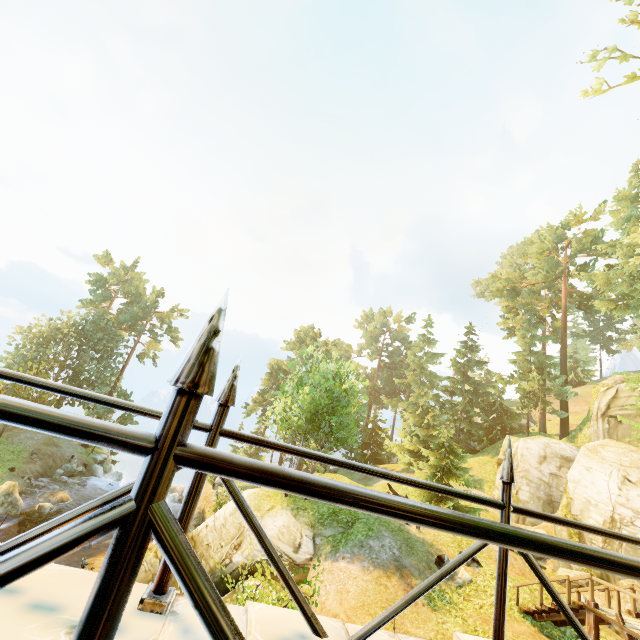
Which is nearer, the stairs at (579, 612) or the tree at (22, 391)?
the stairs at (579, 612)

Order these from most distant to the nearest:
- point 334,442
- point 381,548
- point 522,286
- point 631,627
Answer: point 522,286
point 334,442
point 381,548
point 631,627

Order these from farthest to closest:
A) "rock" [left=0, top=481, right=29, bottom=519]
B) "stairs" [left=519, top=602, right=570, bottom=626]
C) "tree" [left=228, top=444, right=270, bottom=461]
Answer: "tree" [left=228, top=444, right=270, bottom=461], "rock" [left=0, top=481, right=29, bottom=519], "stairs" [left=519, top=602, right=570, bottom=626]

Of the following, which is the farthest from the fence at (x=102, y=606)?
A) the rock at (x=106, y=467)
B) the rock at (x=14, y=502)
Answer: the rock at (x=106, y=467)

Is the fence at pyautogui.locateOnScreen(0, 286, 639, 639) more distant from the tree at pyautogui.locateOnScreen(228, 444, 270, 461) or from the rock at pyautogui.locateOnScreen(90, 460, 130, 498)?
the rock at pyautogui.locateOnScreen(90, 460, 130, 498)

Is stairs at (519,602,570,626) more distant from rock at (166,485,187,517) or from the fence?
rock at (166,485,187,517)

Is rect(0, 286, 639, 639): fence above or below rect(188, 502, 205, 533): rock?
above

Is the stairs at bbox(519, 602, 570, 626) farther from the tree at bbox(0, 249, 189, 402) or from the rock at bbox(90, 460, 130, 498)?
the rock at bbox(90, 460, 130, 498)
